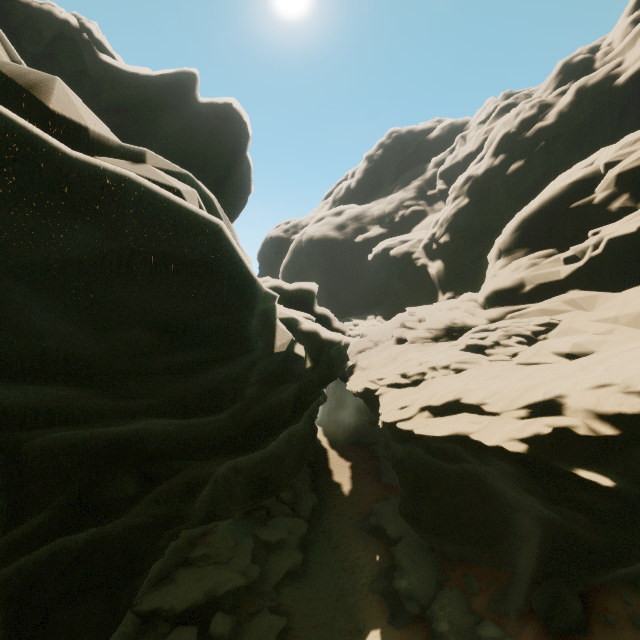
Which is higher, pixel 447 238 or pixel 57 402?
pixel 447 238

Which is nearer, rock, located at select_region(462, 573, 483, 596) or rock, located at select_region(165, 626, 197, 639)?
rock, located at select_region(165, 626, 197, 639)

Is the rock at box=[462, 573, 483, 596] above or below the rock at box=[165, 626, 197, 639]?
above

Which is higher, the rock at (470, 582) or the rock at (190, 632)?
the rock at (470, 582)

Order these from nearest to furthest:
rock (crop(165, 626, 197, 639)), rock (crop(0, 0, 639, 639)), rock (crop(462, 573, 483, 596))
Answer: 1. rock (crop(0, 0, 639, 639))
2. rock (crop(165, 626, 197, 639))
3. rock (crop(462, 573, 483, 596))

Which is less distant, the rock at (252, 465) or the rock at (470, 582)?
the rock at (252, 465)

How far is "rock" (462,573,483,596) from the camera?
14.4m
